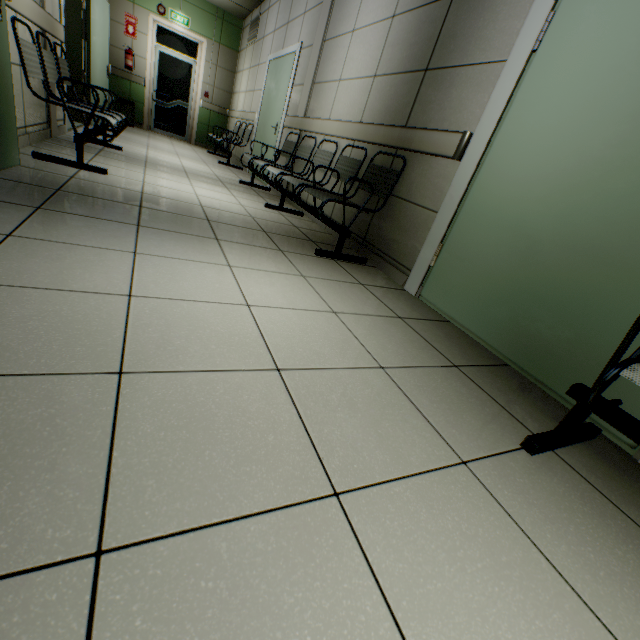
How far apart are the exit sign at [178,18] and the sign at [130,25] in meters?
0.8 m

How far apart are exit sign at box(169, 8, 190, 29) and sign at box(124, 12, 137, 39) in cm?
78

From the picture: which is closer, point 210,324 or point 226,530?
point 226,530

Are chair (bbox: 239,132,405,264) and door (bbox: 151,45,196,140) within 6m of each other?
no

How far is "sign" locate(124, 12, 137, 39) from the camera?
7.7 meters

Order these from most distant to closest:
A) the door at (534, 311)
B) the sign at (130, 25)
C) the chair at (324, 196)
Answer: the sign at (130, 25) → the chair at (324, 196) → the door at (534, 311)

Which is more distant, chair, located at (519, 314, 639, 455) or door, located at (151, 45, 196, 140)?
door, located at (151, 45, 196, 140)

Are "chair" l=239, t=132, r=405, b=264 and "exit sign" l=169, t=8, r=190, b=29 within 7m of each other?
no
